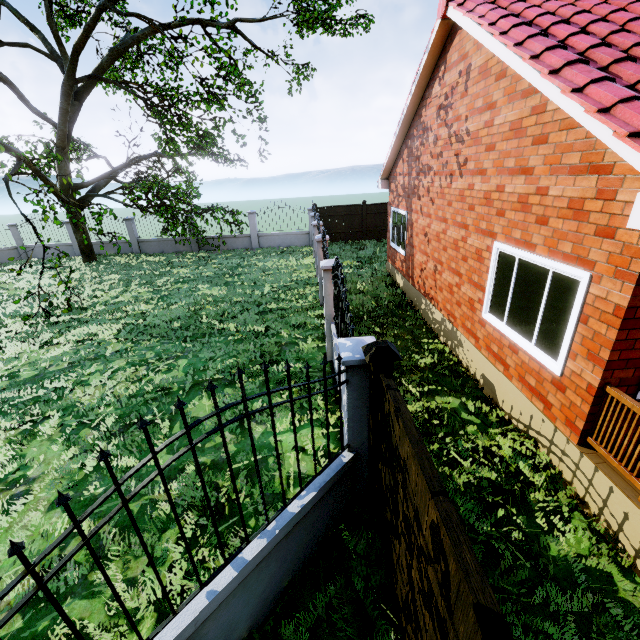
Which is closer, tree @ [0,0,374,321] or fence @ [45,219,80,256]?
tree @ [0,0,374,321]

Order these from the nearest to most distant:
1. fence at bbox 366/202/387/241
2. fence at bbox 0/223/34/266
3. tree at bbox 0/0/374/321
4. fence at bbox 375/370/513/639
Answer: fence at bbox 375/370/513/639
tree at bbox 0/0/374/321
fence at bbox 366/202/387/241
fence at bbox 0/223/34/266

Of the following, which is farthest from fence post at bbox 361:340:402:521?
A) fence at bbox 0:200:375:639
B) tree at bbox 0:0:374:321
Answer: tree at bbox 0:0:374:321

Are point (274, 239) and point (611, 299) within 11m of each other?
no

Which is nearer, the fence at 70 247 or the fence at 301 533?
the fence at 301 533

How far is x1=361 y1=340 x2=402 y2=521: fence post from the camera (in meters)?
2.97

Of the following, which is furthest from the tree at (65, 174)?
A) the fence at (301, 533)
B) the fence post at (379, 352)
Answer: the fence post at (379, 352)

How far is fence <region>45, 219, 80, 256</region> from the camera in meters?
19.8 m
